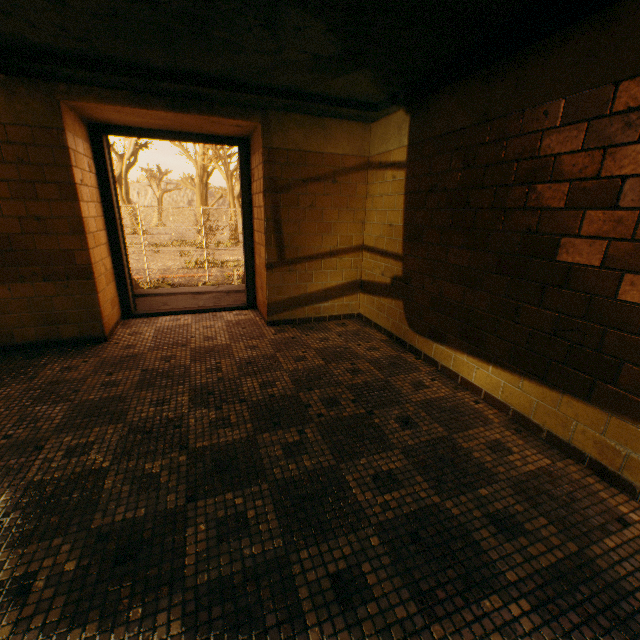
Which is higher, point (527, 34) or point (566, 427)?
point (527, 34)

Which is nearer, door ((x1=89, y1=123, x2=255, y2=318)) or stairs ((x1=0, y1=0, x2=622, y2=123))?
stairs ((x1=0, y1=0, x2=622, y2=123))

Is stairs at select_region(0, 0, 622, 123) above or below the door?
above

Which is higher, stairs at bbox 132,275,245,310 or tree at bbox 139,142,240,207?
tree at bbox 139,142,240,207

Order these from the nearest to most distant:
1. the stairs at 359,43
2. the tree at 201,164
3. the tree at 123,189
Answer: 1. the stairs at 359,43
2. the tree at 201,164
3. the tree at 123,189

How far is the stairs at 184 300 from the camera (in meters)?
4.96

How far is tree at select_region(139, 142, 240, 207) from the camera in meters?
28.2

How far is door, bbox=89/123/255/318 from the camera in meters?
3.6
